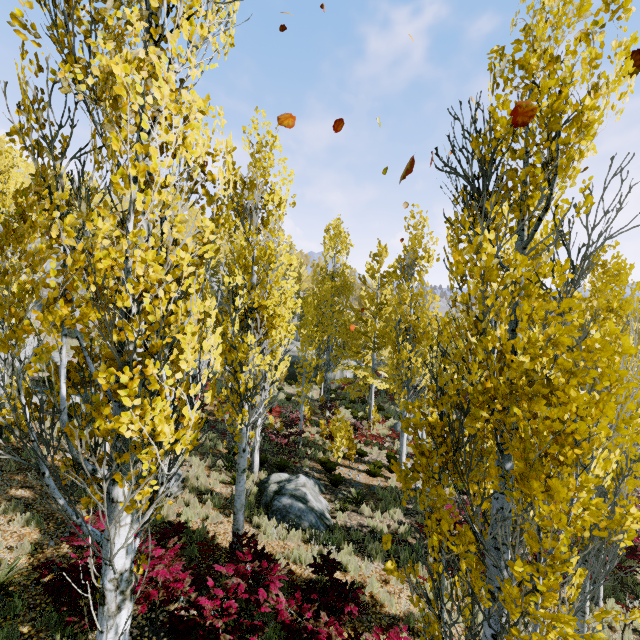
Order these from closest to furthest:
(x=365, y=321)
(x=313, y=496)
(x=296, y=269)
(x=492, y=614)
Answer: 1. (x=492, y=614)
2. (x=313, y=496)
3. (x=365, y=321)
4. (x=296, y=269)

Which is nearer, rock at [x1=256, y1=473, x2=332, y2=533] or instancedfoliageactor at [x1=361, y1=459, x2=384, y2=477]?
rock at [x1=256, y1=473, x2=332, y2=533]

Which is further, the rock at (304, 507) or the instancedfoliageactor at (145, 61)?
the rock at (304, 507)

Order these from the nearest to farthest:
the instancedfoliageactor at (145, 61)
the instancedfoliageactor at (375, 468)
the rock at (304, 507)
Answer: the instancedfoliageactor at (145, 61)
the rock at (304, 507)
the instancedfoliageactor at (375, 468)

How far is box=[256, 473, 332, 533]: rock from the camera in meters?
10.1 m

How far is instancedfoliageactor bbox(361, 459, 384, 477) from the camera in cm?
1508

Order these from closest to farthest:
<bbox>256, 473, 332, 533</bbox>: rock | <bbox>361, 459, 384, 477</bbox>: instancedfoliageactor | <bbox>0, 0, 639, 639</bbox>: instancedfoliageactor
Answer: <bbox>0, 0, 639, 639</bbox>: instancedfoliageactor < <bbox>256, 473, 332, 533</bbox>: rock < <bbox>361, 459, 384, 477</bbox>: instancedfoliageactor

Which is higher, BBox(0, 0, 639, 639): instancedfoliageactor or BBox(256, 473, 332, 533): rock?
BBox(0, 0, 639, 639): instancedfoliageactor
